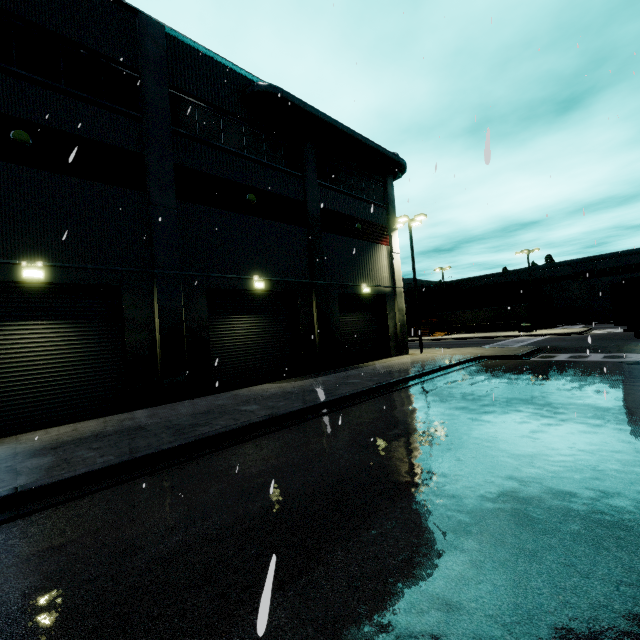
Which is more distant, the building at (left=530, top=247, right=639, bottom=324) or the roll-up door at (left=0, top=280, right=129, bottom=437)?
the building at (left=530, top=247, right=639, bottom=324)

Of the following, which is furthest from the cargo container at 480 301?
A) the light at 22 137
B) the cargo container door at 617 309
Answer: the light at 22 137

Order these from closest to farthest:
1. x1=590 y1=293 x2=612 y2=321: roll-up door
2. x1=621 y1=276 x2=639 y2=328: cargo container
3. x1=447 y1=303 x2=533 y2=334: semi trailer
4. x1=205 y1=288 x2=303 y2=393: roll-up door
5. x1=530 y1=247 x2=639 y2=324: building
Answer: x1=621 y1=276 x2=639 y2=328: cargo container → x1=205 y1=288 x2=303 y2=393: roll-up door → x1=447 y1=303 x2=533 y2=334: semi trailer → x1=530 y1=247 x2=639 y2=324: building → x1=590 y1=293 x2=612 y2=321: roll-up door

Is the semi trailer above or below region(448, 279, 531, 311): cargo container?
below

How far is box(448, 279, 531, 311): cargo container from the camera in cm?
5166

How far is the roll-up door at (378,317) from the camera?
19.5m

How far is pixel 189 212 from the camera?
13.1m

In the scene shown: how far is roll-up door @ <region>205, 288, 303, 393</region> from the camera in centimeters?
1384cm
